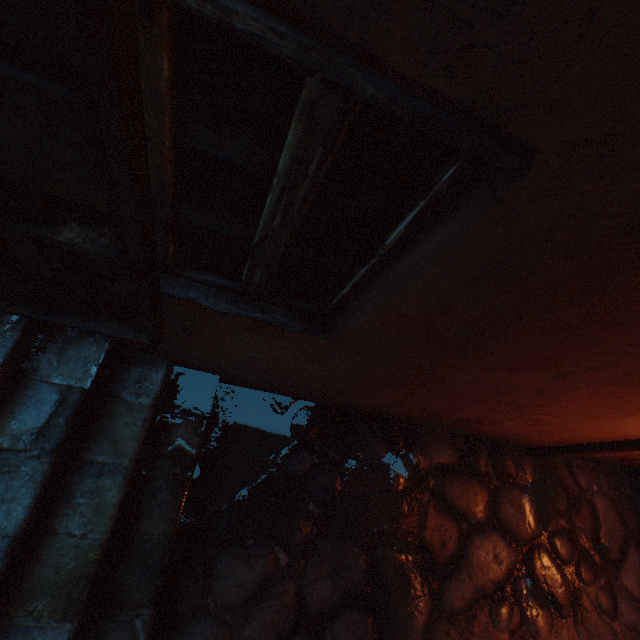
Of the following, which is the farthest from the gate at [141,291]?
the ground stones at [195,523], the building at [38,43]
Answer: the ground stones at [195,523]

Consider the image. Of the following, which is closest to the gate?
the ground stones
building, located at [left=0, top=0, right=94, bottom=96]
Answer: building, located at [left=0, top=0, right=94, bottom=96]

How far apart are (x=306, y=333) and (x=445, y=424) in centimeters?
240cm

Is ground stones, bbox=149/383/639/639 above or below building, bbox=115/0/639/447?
below

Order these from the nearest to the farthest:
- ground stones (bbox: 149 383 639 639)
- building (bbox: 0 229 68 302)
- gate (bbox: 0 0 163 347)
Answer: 1. gate (bbox: 0 0 163 347)
2. building (bbox: 0 229 68 302)
3. ground stones (bbox: 149 383 639 639)

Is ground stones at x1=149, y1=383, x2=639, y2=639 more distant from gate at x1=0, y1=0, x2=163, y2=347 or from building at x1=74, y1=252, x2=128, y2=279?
gate at x1=0, y1=0, x2=163, y2=347

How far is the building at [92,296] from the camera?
1.7 meters
